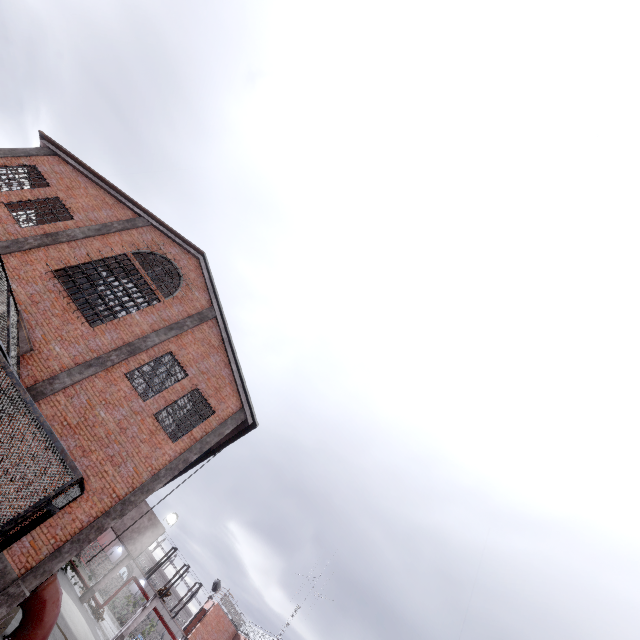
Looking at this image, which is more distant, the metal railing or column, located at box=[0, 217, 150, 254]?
the metal railing

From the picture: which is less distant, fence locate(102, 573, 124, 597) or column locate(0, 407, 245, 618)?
column locate(0, 407, 245, 618)

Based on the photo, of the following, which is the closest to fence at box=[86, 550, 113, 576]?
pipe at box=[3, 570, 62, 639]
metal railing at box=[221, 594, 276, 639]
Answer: metal railing at box=[221, 594, 276, 639]

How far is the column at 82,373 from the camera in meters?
11.2

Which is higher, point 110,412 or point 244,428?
point 244,428

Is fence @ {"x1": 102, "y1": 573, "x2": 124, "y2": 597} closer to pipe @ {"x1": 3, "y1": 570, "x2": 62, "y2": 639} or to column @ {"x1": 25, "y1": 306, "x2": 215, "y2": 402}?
column @ {"x1": 25, "y1": 306, "x2": 215, "y2": 402}

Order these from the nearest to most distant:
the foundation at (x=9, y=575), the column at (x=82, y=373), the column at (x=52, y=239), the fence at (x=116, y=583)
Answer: the foundation at (x=9, y=575) < the column at (x=82, y=373) < the column at (x=52, y=239) < the fence at (x=116, y=583)

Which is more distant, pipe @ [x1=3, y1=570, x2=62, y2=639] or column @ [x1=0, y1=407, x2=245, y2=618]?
pipe @ [x1=3, y1=570, x2=62, y2=639]
